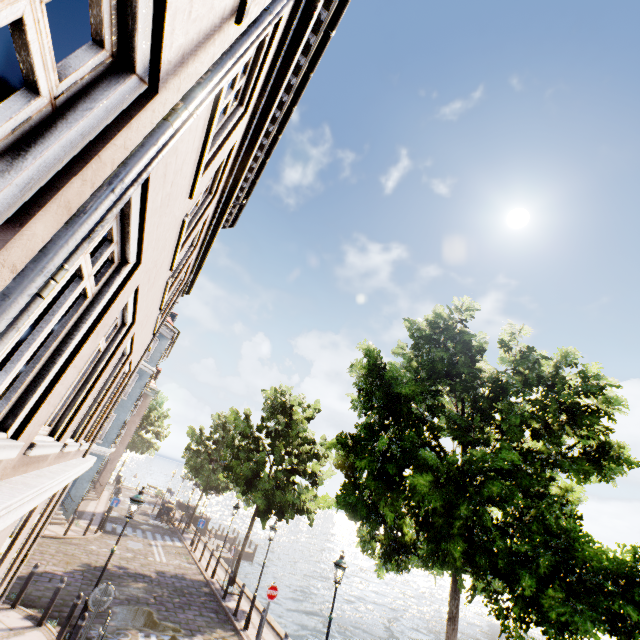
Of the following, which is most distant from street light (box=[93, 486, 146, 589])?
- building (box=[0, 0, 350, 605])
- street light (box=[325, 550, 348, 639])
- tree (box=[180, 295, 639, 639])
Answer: building (box=[0, 0, 350, 605])

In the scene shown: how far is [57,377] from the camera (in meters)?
2.71

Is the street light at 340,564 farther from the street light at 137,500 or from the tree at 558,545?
the street light at 137,500

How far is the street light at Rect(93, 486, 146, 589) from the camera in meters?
8.9

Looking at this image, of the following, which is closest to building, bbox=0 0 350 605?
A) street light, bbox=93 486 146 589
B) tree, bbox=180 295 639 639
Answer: tree, bbox=180 295 639 639

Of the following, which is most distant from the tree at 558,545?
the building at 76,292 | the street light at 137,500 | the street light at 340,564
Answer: the street light at 137,500

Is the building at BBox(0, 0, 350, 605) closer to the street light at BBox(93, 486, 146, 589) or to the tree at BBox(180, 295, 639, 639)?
the tree at BBox(180, 295, 639, 639)

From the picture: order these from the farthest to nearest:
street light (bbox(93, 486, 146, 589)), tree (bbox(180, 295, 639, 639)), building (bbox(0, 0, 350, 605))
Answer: street light (bbox(93, 486, 146, 589))
tree (bbox(180, 295, 639, 639))
building (bbox(0, 0, 350, 605))
